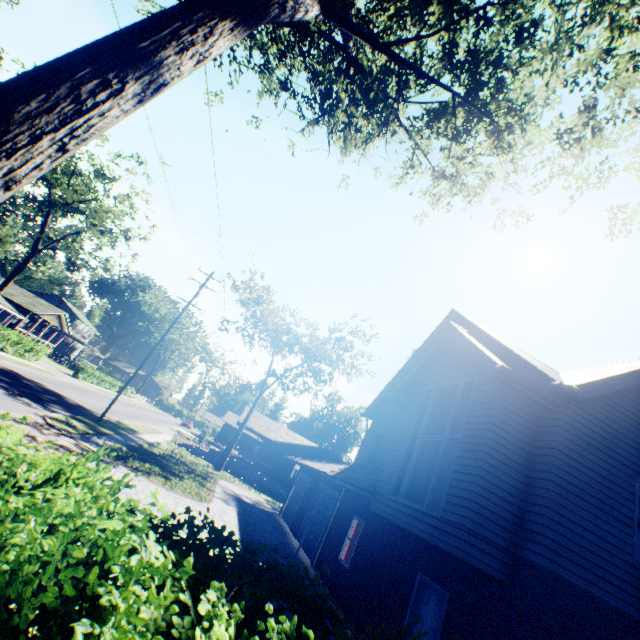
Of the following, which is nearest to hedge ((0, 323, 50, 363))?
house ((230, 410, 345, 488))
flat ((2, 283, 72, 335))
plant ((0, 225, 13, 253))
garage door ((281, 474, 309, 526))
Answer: flat ((2, 283, 72, 335))

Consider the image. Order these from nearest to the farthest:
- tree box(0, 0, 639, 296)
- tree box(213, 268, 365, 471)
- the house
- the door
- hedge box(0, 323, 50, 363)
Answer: tree box(0, 0, 639, 296) < the door < hedge box(0, 323, 50, 363) < tree box(213, 268, 365, 471) < the house

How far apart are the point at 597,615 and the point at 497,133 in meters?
13.6

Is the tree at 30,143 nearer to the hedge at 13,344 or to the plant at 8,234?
the hedge at 13,344

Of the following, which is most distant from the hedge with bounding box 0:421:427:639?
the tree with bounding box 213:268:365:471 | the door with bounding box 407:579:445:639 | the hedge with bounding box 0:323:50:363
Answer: the tree with bounding box 213:268:365:471

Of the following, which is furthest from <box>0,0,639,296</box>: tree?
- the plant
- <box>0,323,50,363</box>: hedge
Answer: the plant

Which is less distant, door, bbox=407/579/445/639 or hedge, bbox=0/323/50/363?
door, bbox=407/579/445/639

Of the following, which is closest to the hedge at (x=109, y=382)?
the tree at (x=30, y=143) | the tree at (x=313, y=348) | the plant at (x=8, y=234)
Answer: the tree at (x=30, y=143)
